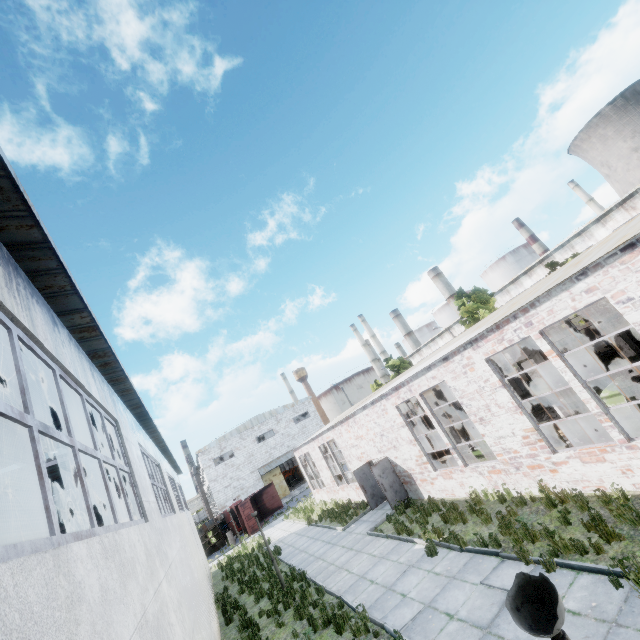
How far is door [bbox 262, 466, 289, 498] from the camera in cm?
4444

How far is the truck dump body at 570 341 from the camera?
28.6m

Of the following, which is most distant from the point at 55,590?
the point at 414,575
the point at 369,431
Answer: the point at 369,431

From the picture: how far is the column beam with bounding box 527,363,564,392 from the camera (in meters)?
11.66

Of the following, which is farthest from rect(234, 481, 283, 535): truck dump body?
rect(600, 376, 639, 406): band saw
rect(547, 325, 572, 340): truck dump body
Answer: rect(600, 376, 639, 406): band saw

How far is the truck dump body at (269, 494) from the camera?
32.9m

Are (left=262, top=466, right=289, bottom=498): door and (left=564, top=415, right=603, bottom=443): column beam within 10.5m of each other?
no

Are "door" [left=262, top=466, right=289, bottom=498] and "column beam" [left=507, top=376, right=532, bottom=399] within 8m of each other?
no
